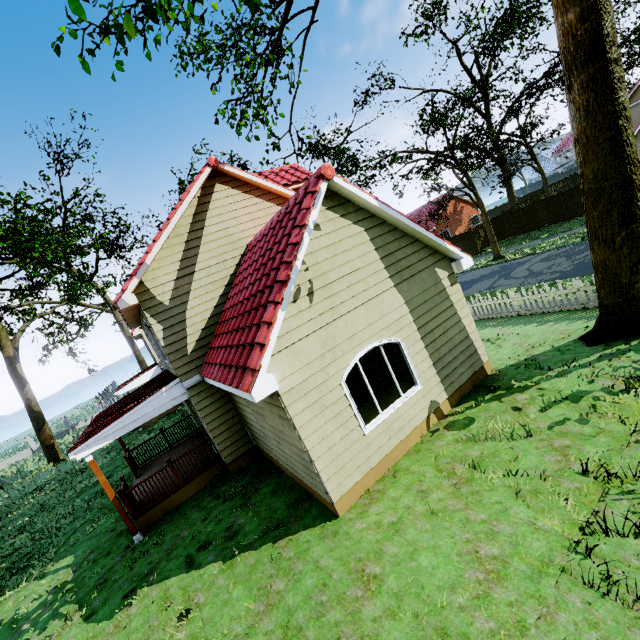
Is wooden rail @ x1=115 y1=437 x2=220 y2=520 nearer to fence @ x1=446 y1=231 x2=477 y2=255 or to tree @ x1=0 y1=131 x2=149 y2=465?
tree @ x1=0 y1=131 x2=149 y2=465

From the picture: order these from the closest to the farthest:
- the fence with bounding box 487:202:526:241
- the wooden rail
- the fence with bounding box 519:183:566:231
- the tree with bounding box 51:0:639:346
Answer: the tree with bounding box 51:0:639:346, the wooden rail, the fence with bounding box 519:183:566:231, the fence with bounding box 487:202:526:241

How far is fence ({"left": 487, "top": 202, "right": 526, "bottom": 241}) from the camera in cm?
2880

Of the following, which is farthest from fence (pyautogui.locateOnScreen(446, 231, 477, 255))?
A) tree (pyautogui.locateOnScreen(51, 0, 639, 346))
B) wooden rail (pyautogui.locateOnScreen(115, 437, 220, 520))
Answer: wooden rail (pyautogui.locateOnScreen(115, 437, 220, 520))

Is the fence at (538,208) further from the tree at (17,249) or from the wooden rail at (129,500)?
the wooden rail at (129,500)

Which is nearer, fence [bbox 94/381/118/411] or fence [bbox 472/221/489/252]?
fence [bbox 472/221/489/252]

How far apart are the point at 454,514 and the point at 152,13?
8.7m
